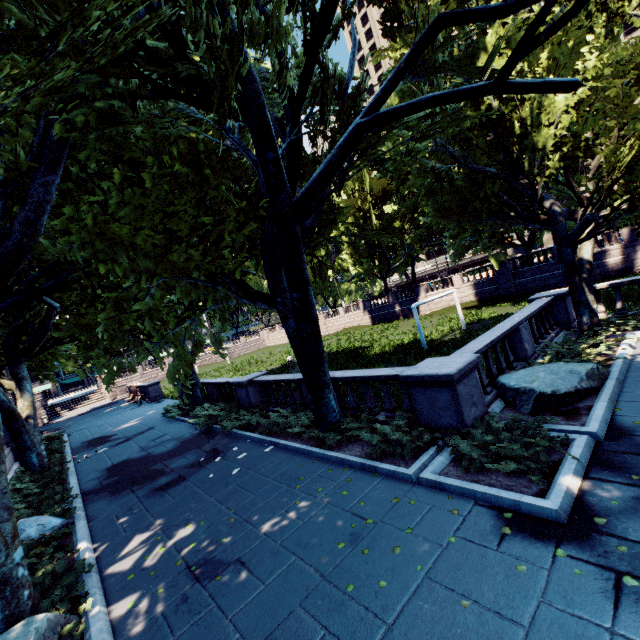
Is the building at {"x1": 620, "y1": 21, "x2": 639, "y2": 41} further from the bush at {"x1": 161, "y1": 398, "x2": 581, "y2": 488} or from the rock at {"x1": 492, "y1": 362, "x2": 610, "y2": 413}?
the bush at {"x1": 161, "y1": 398, "x2": 581, "y2": 488}

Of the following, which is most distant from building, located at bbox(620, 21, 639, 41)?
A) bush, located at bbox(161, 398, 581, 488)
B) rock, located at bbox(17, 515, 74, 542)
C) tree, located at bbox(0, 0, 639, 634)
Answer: rock, located at bbox(17, 515, 74, 542)

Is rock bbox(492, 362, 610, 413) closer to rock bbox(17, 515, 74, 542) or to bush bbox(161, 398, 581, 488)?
bush bbox(161, 398, 581, 488)

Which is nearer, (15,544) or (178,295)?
(15,544)

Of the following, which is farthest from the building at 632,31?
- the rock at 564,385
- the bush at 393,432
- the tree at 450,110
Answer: the bush at 393,432

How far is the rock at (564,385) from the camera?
7.6m

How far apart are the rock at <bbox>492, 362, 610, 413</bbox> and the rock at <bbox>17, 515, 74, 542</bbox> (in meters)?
12.05

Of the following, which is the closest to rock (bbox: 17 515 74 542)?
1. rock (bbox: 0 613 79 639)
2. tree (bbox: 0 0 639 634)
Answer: tree (bbox: 0 0 639 634)
